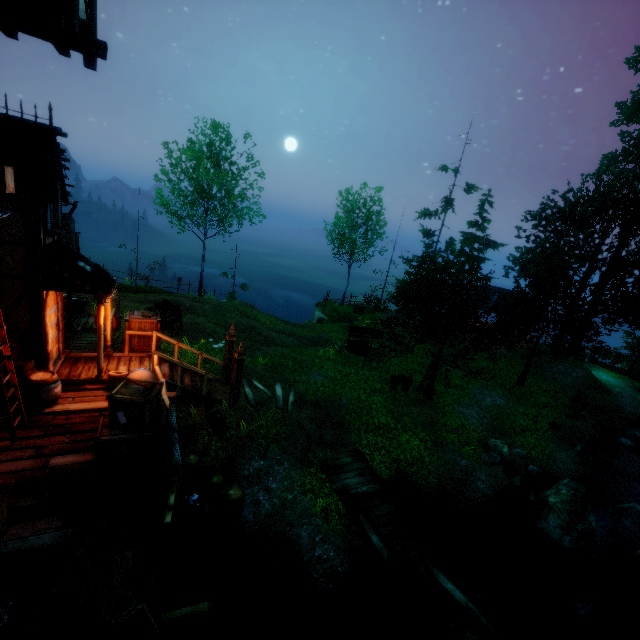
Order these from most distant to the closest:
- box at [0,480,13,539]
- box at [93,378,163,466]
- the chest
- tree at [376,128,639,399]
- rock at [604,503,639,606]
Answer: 1. tree at [376,128,639,399]
2. rock at [604,503,639,606]
3. the chest
4. box at [93,378,163,466]
5. box at [0,480,13,539]

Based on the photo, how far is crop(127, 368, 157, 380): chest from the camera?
8.2 meters

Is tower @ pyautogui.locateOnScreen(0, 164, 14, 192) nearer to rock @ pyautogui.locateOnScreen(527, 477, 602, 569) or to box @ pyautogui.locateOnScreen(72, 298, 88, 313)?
box @ pyautogui.locateOnScreen(72, 298, 88, 313)

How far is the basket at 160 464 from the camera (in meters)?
5.89

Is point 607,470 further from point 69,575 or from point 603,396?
point 69,575

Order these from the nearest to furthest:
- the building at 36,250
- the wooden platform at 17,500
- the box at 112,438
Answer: the wooden platform at 17,500 < the box at 112,438 < the building at 36,250

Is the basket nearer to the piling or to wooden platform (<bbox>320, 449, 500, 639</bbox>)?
the piling

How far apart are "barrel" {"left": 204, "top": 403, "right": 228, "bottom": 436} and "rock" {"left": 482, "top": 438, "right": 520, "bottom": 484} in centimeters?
1034cm
